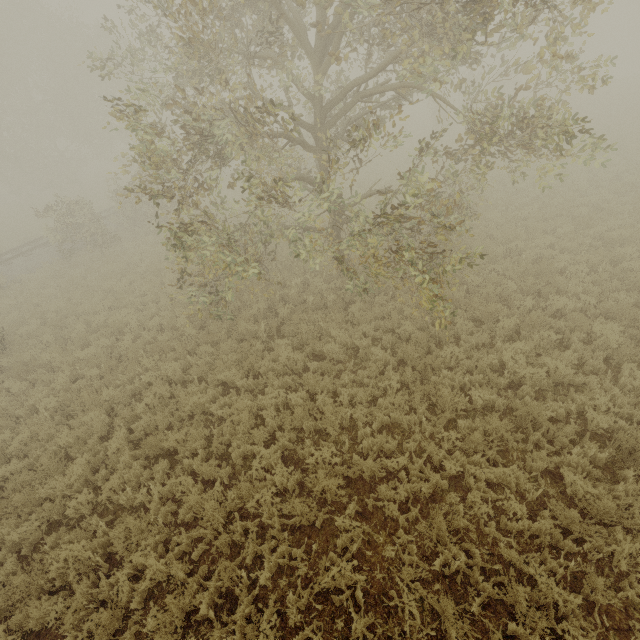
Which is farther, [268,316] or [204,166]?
[268,316]
